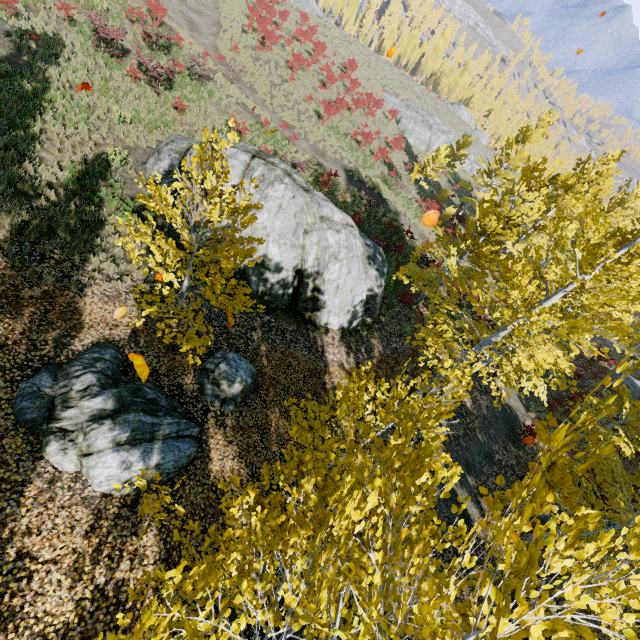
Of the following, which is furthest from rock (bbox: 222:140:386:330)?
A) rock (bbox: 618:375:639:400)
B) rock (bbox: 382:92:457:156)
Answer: rock (bbox: 382:92:457:156)

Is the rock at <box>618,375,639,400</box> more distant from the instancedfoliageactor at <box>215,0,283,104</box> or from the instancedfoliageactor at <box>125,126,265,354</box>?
the instancedfoliageactor at <box>215,0,283,104</box>

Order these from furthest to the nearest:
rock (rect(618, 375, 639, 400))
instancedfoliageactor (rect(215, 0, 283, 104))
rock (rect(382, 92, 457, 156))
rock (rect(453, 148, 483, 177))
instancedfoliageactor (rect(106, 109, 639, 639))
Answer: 1. rock (rect(453, 148, 483, 177))
2. rock (rect(382, 92, 457, 156))
3. instancedfoliageactor (rect(215, 0, 283, 104))
4. rock (rect(618, 375, 639, 400))
5. instancedfoliageactor (rect(106, 109, 639, 639))

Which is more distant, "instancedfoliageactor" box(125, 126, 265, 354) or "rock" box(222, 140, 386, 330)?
"rock" box(222, 140, 386, 330)

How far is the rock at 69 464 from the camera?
5.8 meters

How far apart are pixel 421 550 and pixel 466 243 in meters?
13.9 m

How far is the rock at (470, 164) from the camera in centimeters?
4911cm

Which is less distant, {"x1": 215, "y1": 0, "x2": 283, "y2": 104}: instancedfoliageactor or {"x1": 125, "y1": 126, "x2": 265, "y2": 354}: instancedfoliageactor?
{"x1": 125, "y1": 126, "x2": 265, "y2": 354}: instancedfoliageactor
